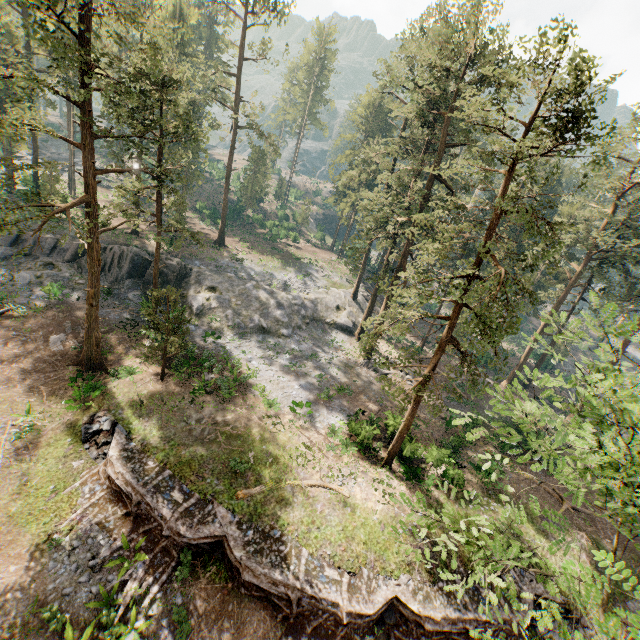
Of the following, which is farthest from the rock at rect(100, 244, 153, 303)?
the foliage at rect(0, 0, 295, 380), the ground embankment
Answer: the ground embankment

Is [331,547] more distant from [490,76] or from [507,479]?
[490,76]

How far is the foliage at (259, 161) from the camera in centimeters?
5372cm

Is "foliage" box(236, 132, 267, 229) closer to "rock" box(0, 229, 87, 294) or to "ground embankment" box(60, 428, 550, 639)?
"rock" box(0, 229, 87, 294)

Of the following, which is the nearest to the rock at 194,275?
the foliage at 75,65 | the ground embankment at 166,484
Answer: the foliage at 75,65

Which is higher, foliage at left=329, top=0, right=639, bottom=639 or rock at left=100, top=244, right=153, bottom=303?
foliage at left=329, top=0, right=639, bottom=639
